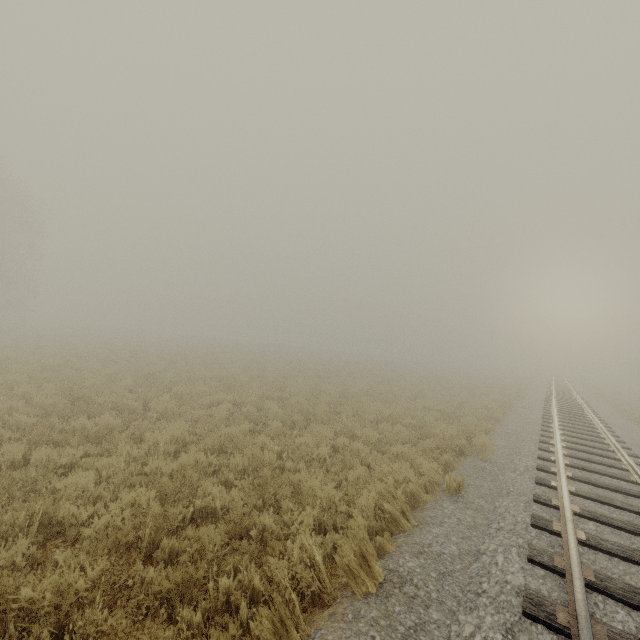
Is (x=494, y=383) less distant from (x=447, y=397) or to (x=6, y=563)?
(x=447, y=397)
